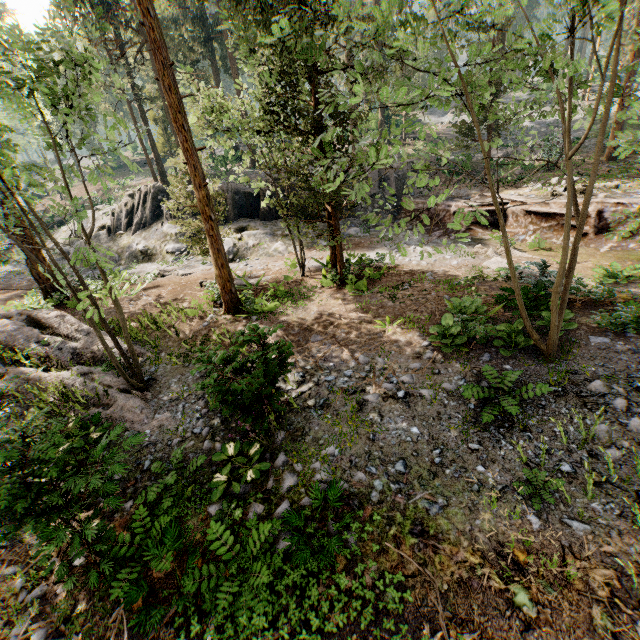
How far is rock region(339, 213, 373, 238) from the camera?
22.1 meters

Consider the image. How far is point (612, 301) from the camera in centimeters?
966cm

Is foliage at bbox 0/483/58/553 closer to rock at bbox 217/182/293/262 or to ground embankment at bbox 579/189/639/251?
ground embankment at bbox 579/189/639/251

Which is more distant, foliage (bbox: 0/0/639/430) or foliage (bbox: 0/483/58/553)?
foliage (bbox: 0/0/639/430)

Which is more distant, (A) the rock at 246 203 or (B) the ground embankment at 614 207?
(A) the rock at 246 203

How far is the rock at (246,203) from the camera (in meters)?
20.33

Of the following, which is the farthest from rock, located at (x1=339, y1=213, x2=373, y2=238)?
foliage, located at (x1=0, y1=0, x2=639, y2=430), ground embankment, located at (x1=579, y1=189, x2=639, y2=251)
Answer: foliage, located at (x1=0, y1=0, x2=639, y2=430)
